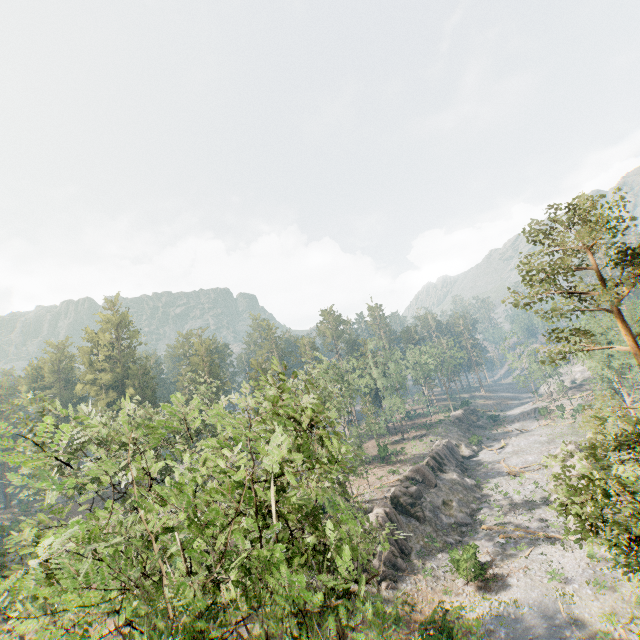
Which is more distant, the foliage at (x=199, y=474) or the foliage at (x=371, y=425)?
the foliage at (x=371, y=425)

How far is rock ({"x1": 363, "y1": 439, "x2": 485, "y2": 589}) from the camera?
31.3 meters

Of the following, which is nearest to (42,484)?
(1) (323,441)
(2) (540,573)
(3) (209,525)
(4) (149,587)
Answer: (4) (149,587)

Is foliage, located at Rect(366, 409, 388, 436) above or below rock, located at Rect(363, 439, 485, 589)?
above

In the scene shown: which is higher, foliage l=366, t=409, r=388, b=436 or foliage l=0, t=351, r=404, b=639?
foliage l=0, t=351, r=404, b=639

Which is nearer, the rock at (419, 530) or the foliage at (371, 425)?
the rock at (419, 530)

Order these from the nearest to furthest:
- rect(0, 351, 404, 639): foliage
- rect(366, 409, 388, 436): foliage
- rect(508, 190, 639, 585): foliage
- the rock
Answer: rect(0, 351, 404, 639): foliage → rect(508, 190, 639, 585): foliage → the rock → rect(366, 409, 388, 436): foliage

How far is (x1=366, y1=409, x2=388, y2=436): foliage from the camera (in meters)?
53.78
